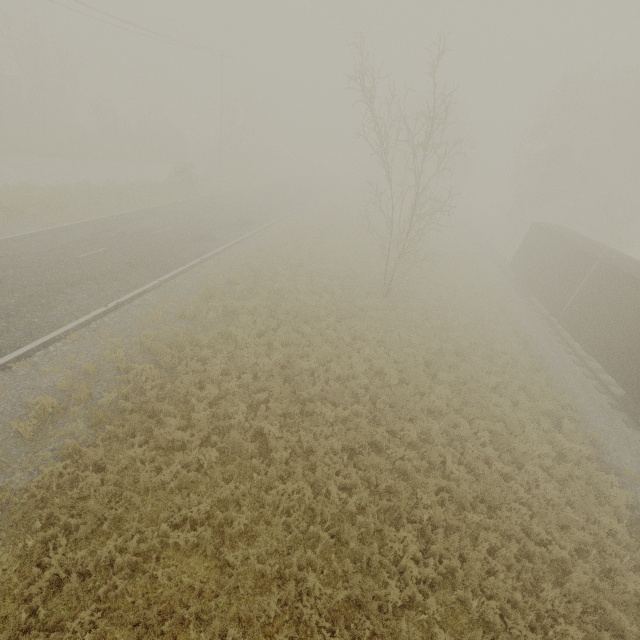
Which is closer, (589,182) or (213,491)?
(213,491)

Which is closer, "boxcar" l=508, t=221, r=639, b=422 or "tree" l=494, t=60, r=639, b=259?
"boxcar" l=508, t=221, r=639, b=422

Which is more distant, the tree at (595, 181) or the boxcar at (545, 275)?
the tree at (595, 181)
